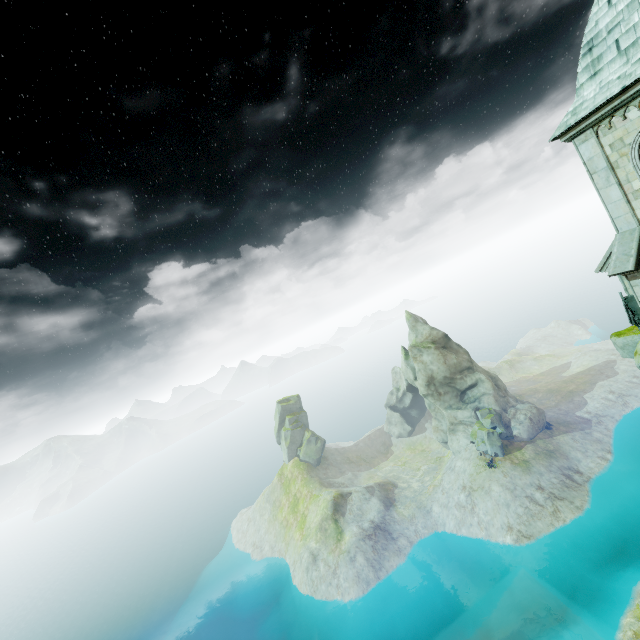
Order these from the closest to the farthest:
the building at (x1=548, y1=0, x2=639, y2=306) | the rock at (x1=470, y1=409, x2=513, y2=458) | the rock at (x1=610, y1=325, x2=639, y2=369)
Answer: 1. the building at (x1=548, y1=0, x2=639, y2=306)
2. the rock at (x1=610, y1=325, x2=639, y2=369)
3. the rock at (x1=470, y1=409, x2=513, y2=458)

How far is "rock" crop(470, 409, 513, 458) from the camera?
54.47m

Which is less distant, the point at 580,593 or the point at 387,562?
the point at 580,593

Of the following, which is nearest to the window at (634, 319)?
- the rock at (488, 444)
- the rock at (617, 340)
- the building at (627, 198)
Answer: the building at (627, 198)

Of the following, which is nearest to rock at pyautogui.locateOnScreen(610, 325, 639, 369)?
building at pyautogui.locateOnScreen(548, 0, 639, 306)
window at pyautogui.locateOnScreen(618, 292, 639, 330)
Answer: building at pyautogui.locateOnScreen(548, 0, 639, 306)

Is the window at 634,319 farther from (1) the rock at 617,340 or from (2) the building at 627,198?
(1) the rock at 617,340

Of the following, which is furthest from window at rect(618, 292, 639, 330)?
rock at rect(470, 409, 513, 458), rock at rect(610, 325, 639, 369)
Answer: rock at rect(470, 409, 513, 458)

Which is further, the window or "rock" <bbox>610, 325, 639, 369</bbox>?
"rock" <bbox>610, 325, 639, 369</bbox>
